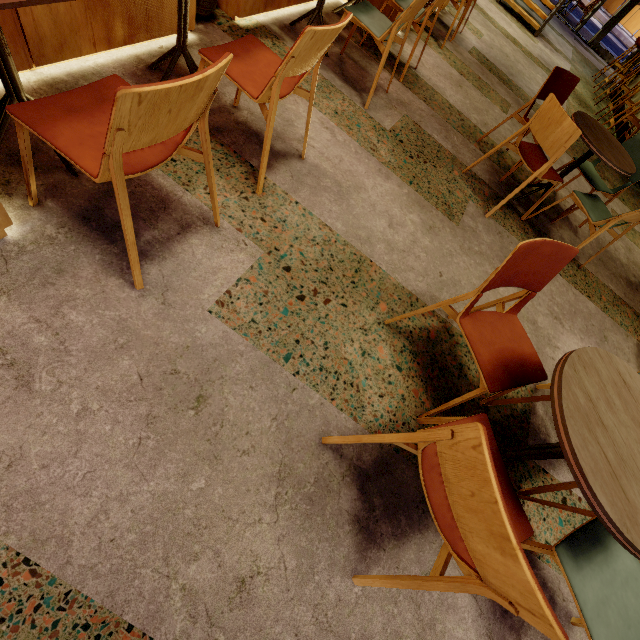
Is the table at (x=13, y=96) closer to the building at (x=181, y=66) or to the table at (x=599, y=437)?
the building at (x=181, y=66)

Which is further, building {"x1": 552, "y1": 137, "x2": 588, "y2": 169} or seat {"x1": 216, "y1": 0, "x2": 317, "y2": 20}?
building {"x1": 552, "y1": 137, "x2": 588, "y2": 169}

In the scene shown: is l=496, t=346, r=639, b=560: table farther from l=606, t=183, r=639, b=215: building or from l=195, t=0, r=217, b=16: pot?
l=195, t=0, r=217, b=16: pot

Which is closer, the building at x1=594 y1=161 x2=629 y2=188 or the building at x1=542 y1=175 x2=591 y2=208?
the building at x1=542 y1=175 x2=591 y2=208

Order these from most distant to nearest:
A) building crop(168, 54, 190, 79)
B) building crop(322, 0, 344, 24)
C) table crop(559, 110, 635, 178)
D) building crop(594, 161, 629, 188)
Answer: building crop(594, 161, 629, 188) < building crop(322, 0, 344, 24) < table crop(559, 110, 635, 178) < building crop(168, 54, 190, 79)

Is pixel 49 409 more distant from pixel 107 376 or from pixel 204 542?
pixel 204 542

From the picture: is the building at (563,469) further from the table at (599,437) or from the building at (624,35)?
the building at (624,35)

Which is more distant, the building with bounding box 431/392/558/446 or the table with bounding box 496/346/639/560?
the building with bounding box 431/392/558/446
